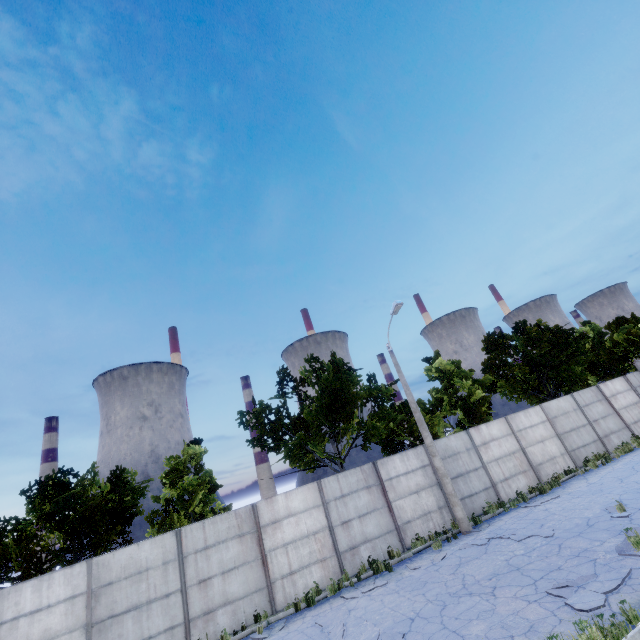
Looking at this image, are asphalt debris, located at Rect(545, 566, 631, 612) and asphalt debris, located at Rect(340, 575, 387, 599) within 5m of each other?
no

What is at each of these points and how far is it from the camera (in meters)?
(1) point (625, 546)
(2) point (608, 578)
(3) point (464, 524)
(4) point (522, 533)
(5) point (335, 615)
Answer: (1) asphalt debris, 8.25
(2) asphalt debris, 7.21
(3) lamp post, 13.57
(4) asphalt debris, 11.43
(5) asphalt debris, 9.91

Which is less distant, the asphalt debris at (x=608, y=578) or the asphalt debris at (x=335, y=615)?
the asphalt debris at (x=608, y=578)

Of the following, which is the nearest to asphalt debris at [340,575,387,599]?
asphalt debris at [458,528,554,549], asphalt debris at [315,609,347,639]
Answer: asphalt debris at [315,609,347,639]

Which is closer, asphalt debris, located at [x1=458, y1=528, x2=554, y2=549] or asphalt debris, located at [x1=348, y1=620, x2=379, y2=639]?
asphalt debris, located at [x1=348, y1=620, x2=379, y2=639]

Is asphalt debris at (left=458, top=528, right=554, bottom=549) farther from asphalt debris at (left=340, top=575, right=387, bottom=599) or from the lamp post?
asphalt debris at (left=340, top=575, right=387, bottom=599)

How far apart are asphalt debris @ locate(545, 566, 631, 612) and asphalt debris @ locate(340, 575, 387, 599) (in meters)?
5.53

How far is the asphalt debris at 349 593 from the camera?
10.9m
